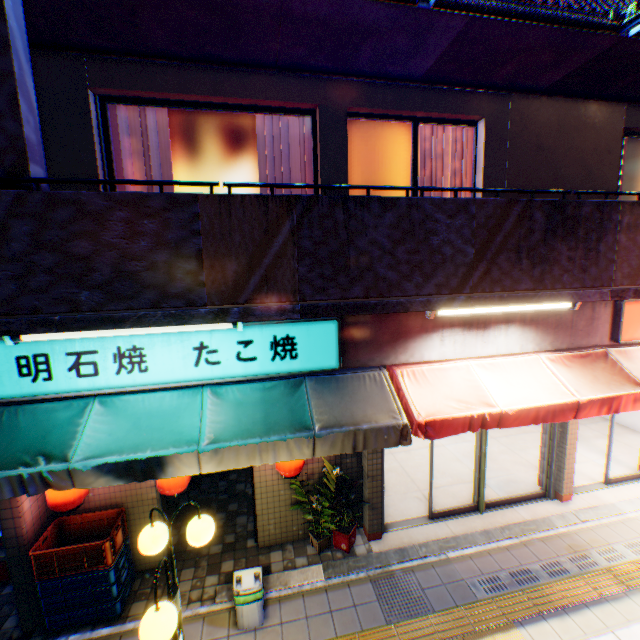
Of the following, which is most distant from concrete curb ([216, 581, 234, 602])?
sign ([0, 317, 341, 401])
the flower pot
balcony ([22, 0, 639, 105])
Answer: balcony ([22, 0, 639, 105])

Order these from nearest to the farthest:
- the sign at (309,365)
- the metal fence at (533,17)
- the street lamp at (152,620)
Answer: the street lamp at (152,620), the metal fence at (533,17), the sign at (309,365)

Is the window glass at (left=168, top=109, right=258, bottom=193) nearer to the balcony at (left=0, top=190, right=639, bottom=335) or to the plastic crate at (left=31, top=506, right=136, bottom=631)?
the balcony at (left=0, top=190, right=639, bottom=335)

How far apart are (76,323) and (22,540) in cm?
351

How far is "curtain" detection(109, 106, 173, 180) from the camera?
4.18m

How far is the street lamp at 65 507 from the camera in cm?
409

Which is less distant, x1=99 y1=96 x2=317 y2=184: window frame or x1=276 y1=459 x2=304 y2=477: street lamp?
x1=99 y1=96 x2=317 y2=184: window frame

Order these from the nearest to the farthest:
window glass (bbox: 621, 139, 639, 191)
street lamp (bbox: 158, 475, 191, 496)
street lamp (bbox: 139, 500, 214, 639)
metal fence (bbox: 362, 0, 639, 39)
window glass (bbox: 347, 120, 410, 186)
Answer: street lamp (bbox: 139, 500, 214, 639) → metal fence (bbox: 362, 0, 639, 39) → street lamp (bbox: 158, 475, 191, 496) → window glass (bbox: 347, 120, 410, 186) → window glass (bbox: 621, 139, 639, 191)
